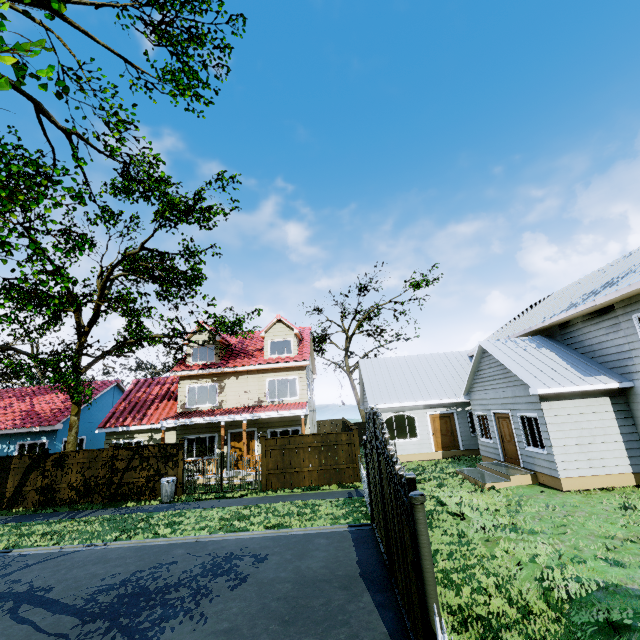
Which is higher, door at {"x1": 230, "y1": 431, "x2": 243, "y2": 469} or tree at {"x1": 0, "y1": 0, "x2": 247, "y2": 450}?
tree at {"x1": 0, "y1": 0, "x2": 247, "y2": 450}

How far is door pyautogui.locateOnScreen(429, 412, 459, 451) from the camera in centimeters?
1883cm

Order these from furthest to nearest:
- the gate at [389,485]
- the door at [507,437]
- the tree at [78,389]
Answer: the door at [507,437], the tree at [78,389], the gate at [389,485]

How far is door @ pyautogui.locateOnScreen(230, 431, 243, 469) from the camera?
18.66m

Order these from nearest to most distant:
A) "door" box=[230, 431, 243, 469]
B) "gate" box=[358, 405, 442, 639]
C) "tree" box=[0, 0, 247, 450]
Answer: "gate" box=[358, 405, 442, 639] → "tree" box=[0, 0, 247, 450] → "door" box=[230, 431, 243, 469]

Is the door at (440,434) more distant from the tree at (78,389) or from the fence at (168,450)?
the tree at (78,389)

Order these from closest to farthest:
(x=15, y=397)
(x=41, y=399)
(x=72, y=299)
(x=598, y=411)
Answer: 1. (x=598, y=411)
2. (x=72, y=299)
3. (x=41, y=399)
4. (x=15, y=397)

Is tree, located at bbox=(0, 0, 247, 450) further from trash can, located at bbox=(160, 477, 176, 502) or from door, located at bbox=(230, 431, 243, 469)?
door, located at bbox=(230, 431, 243, 469)
